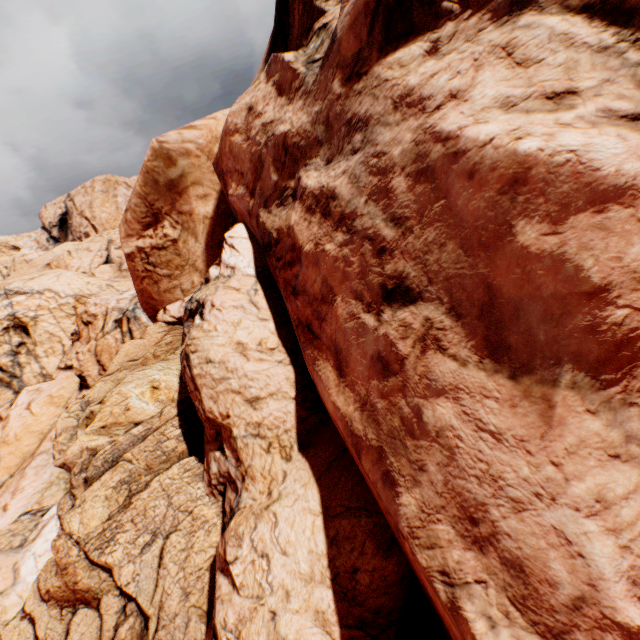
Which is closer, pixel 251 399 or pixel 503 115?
pixel 503 115
